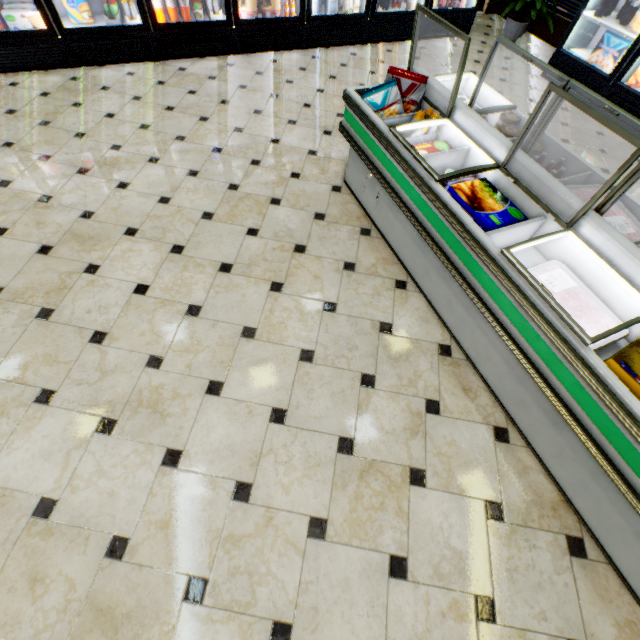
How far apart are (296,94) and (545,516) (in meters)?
4.83

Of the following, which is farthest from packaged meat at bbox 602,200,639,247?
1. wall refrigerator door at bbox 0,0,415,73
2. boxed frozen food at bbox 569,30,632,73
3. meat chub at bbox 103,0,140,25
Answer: meat chub at bbox 103,0,140,25

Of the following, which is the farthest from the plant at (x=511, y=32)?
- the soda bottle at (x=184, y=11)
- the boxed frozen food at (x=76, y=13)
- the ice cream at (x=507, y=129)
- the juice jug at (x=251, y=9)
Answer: the boxed frozen food at (x=76, y=13)

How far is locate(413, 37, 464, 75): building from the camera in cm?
479

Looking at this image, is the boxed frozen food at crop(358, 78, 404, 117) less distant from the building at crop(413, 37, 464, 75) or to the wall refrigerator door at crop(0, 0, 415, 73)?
the building at crop(413, 37, 464, 75)

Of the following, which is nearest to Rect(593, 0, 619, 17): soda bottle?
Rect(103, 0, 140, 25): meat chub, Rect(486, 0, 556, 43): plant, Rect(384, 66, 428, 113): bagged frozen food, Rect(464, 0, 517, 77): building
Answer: Rect(464, 0, 517, 77): building

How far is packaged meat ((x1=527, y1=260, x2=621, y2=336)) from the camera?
1.6m

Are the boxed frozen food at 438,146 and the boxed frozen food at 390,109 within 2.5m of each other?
yes
